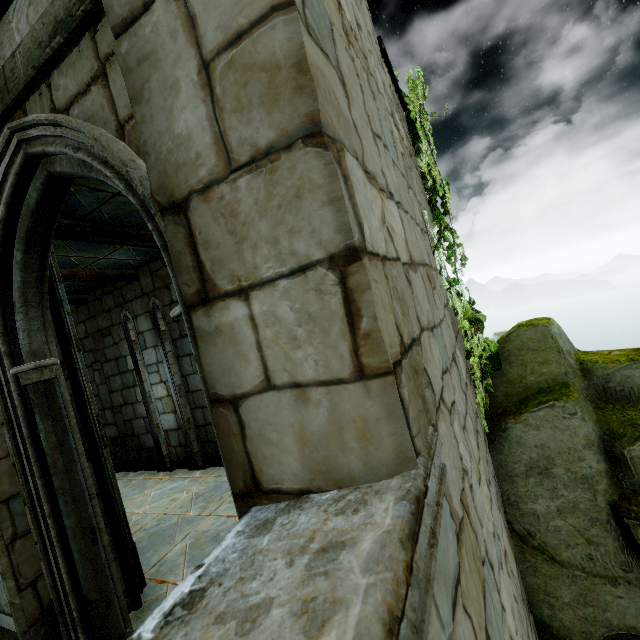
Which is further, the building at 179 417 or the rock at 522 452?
the rock at 522 452

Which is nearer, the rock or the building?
the building

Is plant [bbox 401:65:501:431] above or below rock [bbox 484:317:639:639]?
above

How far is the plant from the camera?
3.2 meters

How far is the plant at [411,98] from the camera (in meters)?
3.21

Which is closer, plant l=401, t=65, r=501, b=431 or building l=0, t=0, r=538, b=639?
building l=0, t=0, r=538, b=639

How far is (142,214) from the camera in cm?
167
